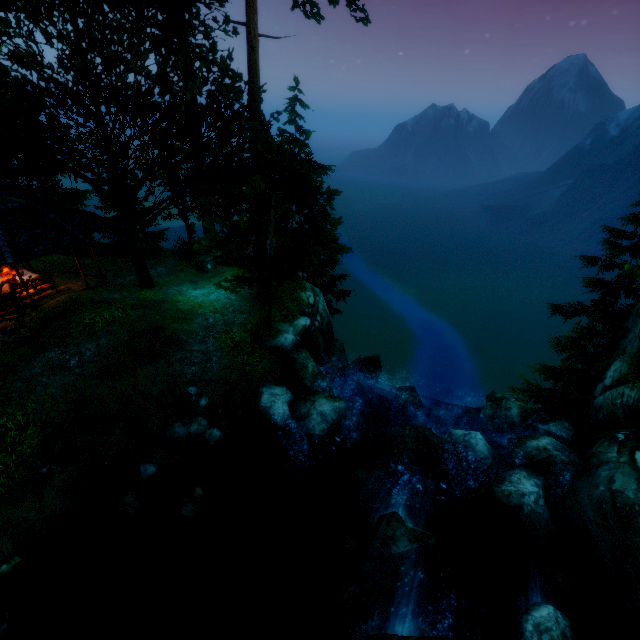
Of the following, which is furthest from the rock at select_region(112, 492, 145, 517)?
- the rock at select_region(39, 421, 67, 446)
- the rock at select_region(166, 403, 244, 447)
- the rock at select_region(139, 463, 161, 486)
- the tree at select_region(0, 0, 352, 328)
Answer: the tree at select_region(0, 0, 352, 328)

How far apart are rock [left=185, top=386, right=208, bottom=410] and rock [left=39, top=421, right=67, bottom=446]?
3.3 meters

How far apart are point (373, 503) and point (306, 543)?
2.6m

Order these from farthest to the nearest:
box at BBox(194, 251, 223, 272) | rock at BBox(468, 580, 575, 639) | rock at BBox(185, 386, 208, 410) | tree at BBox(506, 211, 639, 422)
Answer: box at BBox(194, 251, 223, 272)
tree at BBox(506, 211, 639, 422)
rock at BBox(185, 386, 208, 410)
rock at BBox(468, 580, 575, 639)

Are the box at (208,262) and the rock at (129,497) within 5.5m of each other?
no

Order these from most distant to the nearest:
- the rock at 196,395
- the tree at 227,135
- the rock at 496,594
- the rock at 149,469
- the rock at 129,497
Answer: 1. the rock at 196,395
2. the tree at 227,135
3. the rock at 149,469
4. the rock at 129,497
5. the rock at 496,594

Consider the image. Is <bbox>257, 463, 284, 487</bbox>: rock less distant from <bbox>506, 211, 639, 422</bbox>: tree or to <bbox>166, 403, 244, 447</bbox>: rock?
<bbox>166, 403, 244, 447</bbox>: rock

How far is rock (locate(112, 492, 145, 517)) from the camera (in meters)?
8.93
